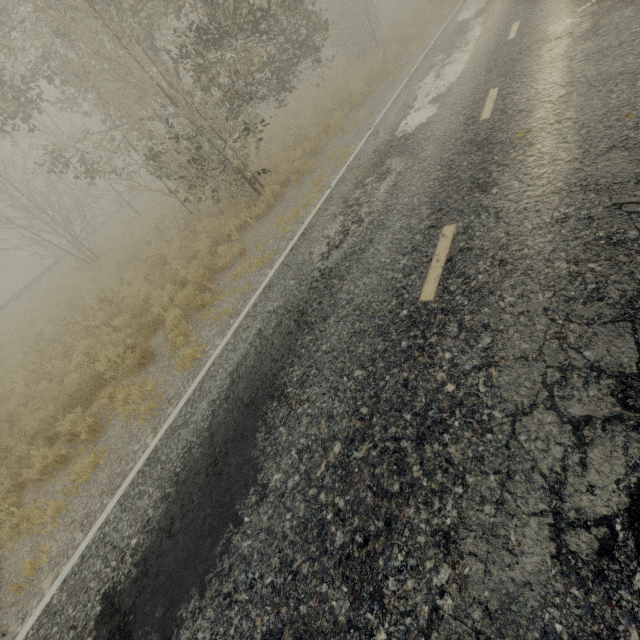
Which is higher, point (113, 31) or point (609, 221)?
point (113, 31)

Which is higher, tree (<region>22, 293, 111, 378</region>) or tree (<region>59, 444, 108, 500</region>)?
Result: tree (<region>22, 293, 111, 378</region>)

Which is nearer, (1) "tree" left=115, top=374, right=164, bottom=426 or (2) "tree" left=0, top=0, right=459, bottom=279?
(1) "tree" left=115, top=374, right=164, bottom=426

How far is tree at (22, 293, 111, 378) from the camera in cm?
917

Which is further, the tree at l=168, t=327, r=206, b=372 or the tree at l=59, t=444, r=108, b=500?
the tree at l=168, t=327, r=206, b=372

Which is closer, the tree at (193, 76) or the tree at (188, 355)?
the tree at (188, 355)
